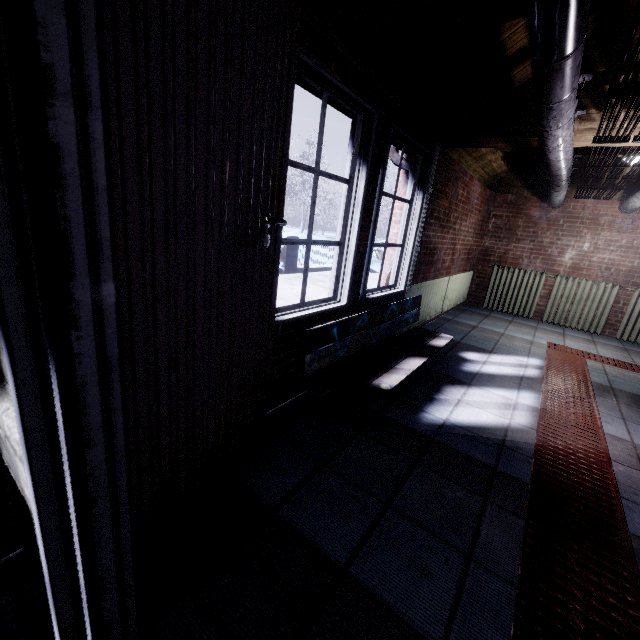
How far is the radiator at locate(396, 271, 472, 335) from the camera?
3.6m

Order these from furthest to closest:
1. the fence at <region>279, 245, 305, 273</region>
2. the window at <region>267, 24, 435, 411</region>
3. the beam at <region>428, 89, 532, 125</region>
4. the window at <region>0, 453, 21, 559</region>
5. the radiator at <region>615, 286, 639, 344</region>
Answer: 1. the fence at <region>279, 245, 305, 273</region>
2. the radiator at <region>615, 286, 639, 344</region>
3. the beam at <region>428, 89, 532, 125</region>
4. the window at <region>267, 24, 435, 411</region>
5. the window at <region>0, 453, 21, 559</region>

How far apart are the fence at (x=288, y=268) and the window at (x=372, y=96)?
4.00m

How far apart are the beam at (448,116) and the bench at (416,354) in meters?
1.5 m

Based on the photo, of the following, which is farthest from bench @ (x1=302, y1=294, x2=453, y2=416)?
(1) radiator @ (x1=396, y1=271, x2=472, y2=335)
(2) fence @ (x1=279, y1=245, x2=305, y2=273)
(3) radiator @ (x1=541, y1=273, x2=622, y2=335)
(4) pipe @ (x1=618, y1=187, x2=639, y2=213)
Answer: (2) fence @ (x1=279, y1=245, x2=305, y2=273)

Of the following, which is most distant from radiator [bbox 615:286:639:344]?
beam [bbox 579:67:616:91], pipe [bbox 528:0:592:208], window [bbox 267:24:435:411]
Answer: beam [bbox 579:67:616:91]

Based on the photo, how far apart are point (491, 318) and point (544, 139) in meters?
3.6 m

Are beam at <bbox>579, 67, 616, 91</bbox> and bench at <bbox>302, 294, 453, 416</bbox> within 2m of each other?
yes
